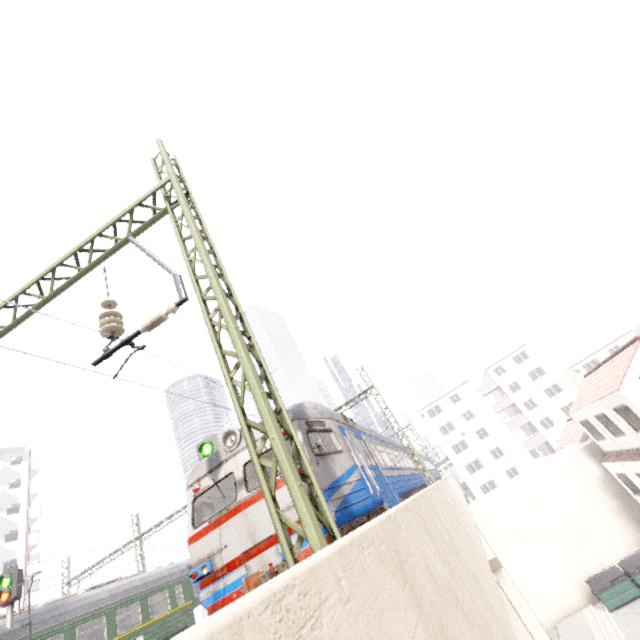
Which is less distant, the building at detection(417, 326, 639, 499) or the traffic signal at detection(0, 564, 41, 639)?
the traffic signal at detection(0, 564, 41, 639)

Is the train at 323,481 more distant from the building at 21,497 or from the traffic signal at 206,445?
the building at 21,497

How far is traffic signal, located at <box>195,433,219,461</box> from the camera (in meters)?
11.61

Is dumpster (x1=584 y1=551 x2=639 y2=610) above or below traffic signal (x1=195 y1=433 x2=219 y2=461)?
below

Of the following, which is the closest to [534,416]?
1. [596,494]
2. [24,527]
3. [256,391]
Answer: [596,494]

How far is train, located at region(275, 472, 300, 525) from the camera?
6.5 meters

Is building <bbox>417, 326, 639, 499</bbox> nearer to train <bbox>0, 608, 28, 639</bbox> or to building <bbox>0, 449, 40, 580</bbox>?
train <bbox>0, 608, 28, 639</bbox>

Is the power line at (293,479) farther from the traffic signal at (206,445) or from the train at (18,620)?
the traffic signal at (206,445)
